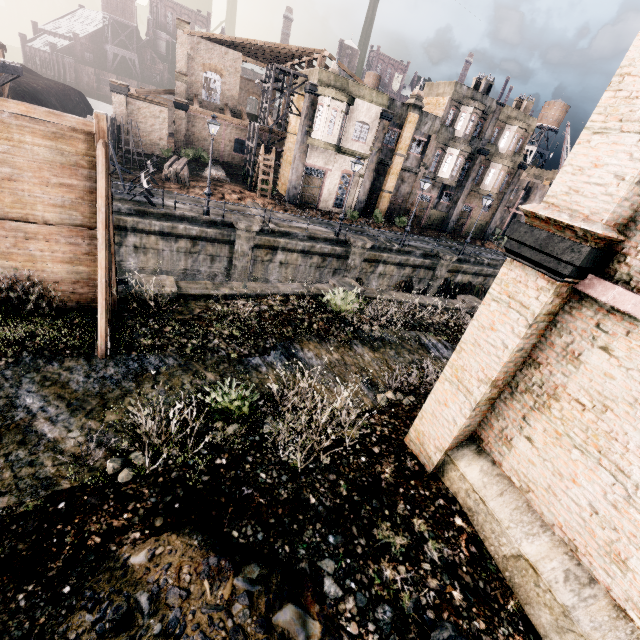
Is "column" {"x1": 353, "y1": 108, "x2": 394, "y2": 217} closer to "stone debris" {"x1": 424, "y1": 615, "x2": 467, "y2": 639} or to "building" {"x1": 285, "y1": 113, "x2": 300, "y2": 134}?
"building" {"x1": 285, "y1": 113, "x2": 300, "y2": 134}

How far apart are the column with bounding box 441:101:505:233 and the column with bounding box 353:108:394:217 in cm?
1214

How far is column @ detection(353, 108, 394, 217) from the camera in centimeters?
2909cm

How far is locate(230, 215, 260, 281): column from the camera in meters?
20.6 m

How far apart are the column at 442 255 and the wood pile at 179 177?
21.50m

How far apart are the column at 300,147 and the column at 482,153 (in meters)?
19.41

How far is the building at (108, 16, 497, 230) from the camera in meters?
28.4 m

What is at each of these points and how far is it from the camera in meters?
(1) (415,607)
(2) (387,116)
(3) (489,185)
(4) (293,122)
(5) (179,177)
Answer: (1) stone debris, 5.6 m
(2) column, 29.0 m
(3) building, 37.8 m
(4) building, 31.3 m
(5) wood pile, 25.9 m
